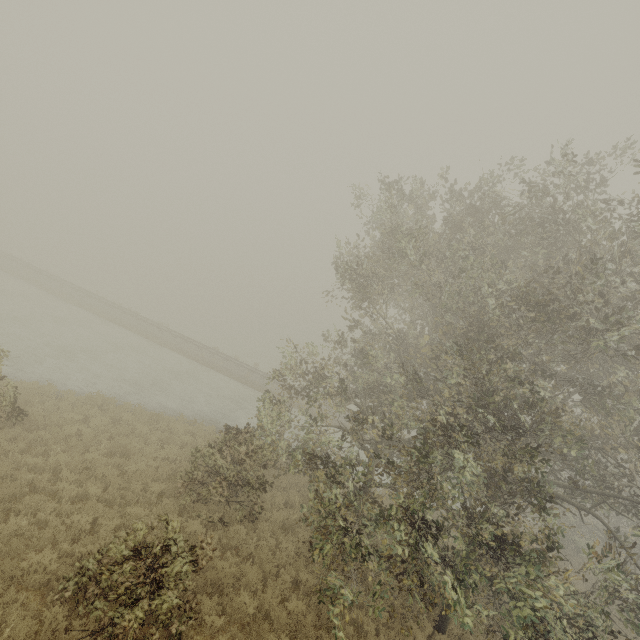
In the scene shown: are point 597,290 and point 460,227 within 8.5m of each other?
yes
